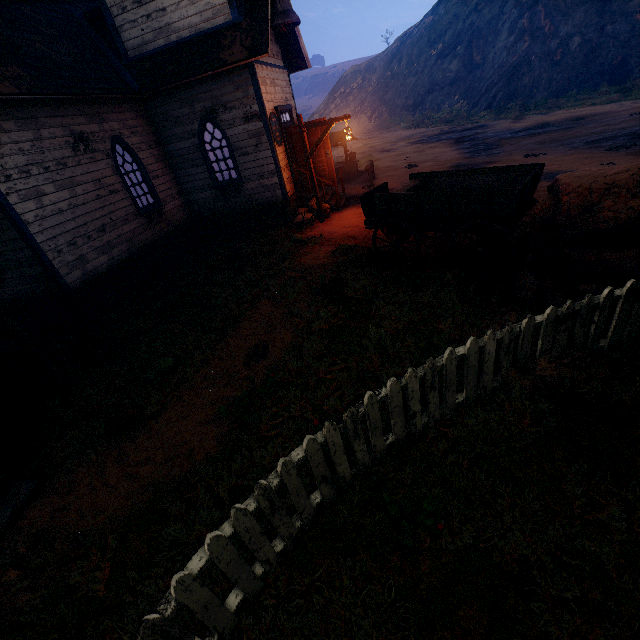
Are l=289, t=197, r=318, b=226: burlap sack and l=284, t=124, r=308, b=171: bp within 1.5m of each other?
yes

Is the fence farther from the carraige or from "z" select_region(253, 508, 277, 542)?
the carraige

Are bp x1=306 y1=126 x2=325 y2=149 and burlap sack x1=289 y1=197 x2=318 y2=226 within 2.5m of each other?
yes

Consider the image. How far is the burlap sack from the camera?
11.4 meters

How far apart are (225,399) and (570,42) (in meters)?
36.39

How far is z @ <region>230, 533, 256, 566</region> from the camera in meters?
3.0

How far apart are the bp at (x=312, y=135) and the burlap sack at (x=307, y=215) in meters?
0.5 m

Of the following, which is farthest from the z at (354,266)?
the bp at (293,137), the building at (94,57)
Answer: the bp at (293,137)
